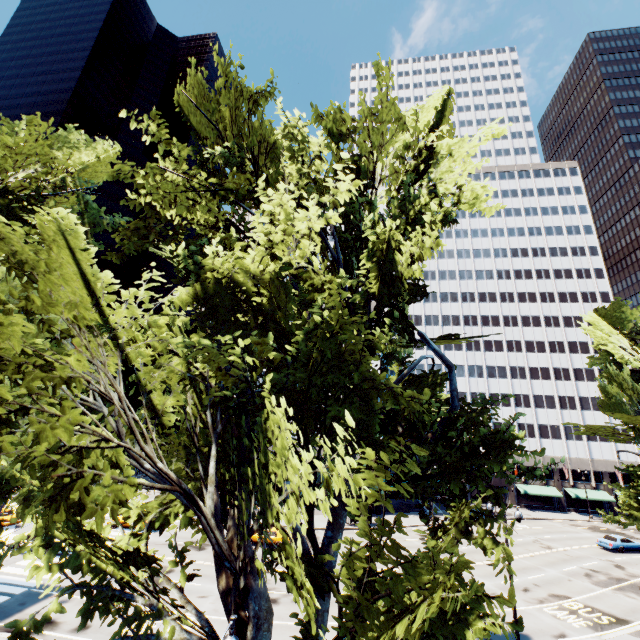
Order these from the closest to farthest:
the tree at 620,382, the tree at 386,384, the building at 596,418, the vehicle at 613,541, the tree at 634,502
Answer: the tree at 386,384, the tree at 620,382, the tree at 634,502, the vehicle at 613,541, the building at 596,418

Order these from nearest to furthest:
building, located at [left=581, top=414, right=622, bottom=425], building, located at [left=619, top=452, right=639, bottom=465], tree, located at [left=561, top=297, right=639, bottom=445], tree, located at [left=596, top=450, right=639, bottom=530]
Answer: tree, located at [left=561, top=297, right=639, bottom=445] < tree, located at [left=596, top=450, right=639, bottom=530] < building, located at [left=619, top=452, right=639, bottom=465] < building, located at [left=581, top=414, right=622, bottom=425]

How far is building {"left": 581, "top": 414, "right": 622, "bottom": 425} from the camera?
59.25m

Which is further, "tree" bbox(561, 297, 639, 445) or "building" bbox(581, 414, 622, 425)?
"building" bbox(581, 414, 622, 425)

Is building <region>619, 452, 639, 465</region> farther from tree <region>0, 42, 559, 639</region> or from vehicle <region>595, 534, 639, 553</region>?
vehicle <region>595, 534, 639, 553</region>

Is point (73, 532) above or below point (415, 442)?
below

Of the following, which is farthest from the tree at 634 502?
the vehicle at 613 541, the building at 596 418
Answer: the vehicle at 613 541
